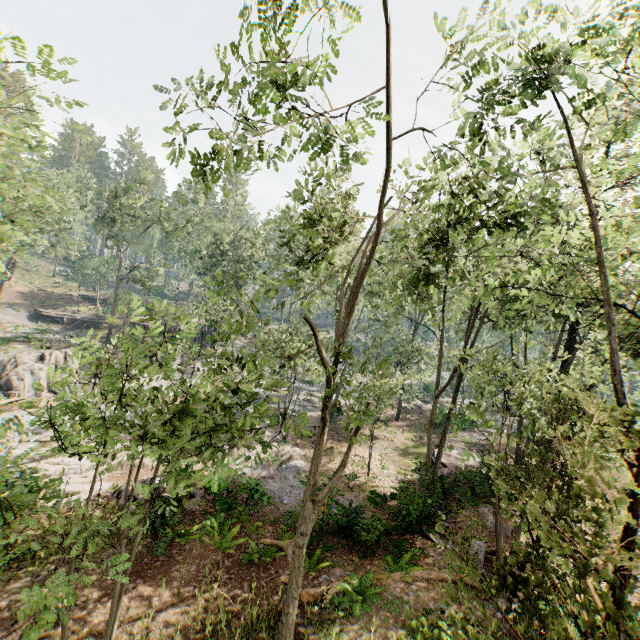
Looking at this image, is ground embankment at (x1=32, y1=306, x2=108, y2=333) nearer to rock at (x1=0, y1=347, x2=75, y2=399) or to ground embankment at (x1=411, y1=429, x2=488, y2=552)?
rock at (x1=0, y1=347, x2=75, y2=399)

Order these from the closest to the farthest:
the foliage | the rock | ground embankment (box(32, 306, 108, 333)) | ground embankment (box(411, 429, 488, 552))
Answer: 1. the foliage
2. ground embankment (box(411, 429, 488, 552))
3. the rock
4. ground embankment (box(32, 306, 108, 333))

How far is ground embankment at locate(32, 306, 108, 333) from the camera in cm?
4419

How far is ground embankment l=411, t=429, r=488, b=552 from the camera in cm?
1383

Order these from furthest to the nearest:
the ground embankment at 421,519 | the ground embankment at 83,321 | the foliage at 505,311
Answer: the ground embankment at 83,321 < the ground embankment at 421,519 < the foliage at 505,311

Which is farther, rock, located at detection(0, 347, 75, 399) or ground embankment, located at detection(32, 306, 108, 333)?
ground embankment, located at detection(32, 306, 108, 333)

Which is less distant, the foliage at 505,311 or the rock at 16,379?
the foliage at 505,311

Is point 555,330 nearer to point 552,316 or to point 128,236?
point 552,316
